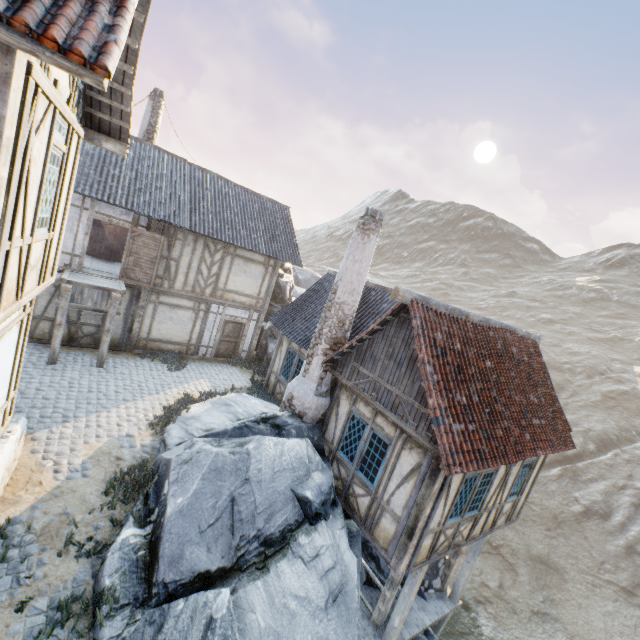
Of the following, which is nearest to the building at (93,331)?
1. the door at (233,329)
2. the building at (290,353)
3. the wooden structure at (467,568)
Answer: the door at (233,329)

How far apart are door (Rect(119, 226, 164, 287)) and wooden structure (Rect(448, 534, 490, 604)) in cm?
1459

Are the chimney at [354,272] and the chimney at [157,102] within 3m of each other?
no

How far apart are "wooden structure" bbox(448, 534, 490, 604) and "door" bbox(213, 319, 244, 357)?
12.5m

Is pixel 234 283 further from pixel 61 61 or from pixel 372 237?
pixel 61 61

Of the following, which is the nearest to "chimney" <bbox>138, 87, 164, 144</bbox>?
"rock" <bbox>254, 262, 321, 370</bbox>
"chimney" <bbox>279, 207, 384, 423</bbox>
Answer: "rock" <bbox>254, 262, 321, 370</bbox>

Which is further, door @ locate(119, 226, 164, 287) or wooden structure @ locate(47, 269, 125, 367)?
door @ locate(119, 226, 164, 287)

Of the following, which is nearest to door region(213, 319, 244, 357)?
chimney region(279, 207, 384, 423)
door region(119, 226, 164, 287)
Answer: door region(119, 226, 164, 287)
